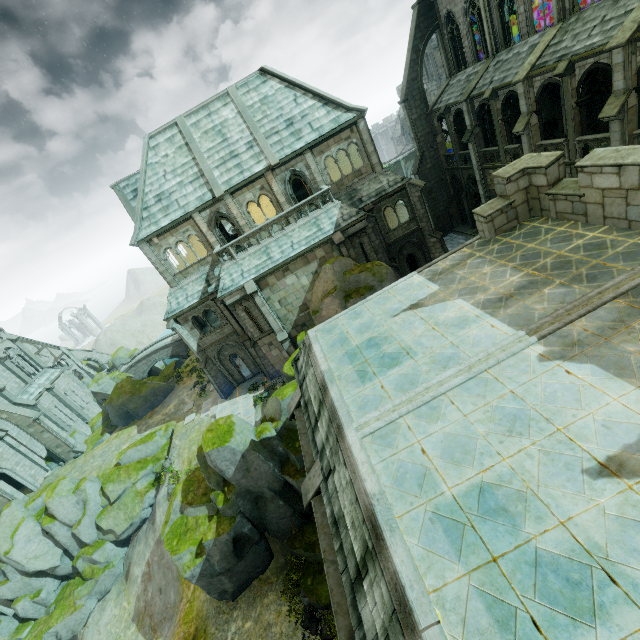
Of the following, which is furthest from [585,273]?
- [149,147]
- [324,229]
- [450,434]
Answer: [149,147]

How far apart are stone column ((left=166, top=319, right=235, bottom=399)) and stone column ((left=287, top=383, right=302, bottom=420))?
15.77m

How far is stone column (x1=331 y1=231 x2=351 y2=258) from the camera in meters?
21.7

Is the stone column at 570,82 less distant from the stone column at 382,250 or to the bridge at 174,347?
the stone column at 382,250

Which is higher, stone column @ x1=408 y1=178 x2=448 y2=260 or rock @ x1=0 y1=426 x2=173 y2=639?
stone column @ x1=408 y1=178 x2=448 y2=260

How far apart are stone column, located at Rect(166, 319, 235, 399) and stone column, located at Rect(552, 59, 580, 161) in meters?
28.4

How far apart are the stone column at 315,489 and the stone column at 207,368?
18.9m

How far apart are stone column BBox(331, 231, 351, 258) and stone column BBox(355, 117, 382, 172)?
6.2 meters
